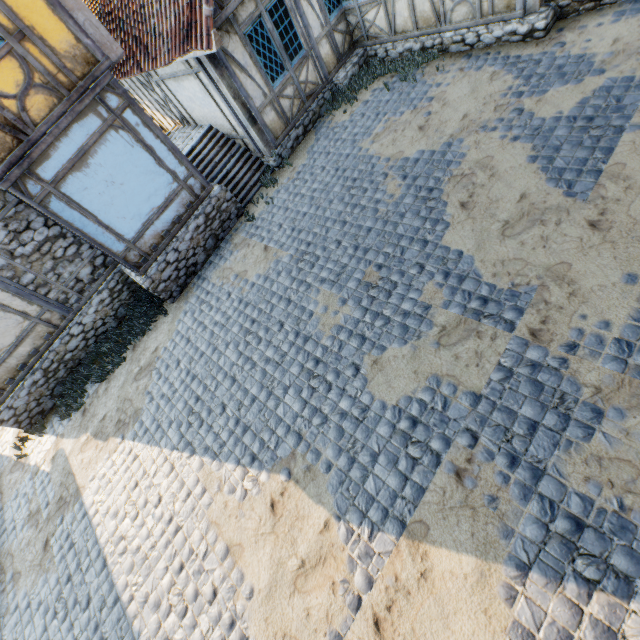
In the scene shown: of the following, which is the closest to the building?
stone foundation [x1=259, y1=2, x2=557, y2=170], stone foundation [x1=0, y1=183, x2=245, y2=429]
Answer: stone foundation [x1=0, y1=183, x2=245, y2=429]

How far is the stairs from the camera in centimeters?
941cm

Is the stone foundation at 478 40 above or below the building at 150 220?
below

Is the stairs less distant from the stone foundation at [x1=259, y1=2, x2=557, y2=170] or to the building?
the building

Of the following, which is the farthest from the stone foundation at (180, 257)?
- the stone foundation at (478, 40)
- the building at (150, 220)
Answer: the stone foundation at (478, 40)

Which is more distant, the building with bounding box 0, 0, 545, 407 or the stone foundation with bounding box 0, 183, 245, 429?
the stone foundation with bounding box 0, 183, 245, 429

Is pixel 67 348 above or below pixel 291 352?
above

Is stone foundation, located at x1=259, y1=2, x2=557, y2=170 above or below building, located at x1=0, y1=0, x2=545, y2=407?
below
